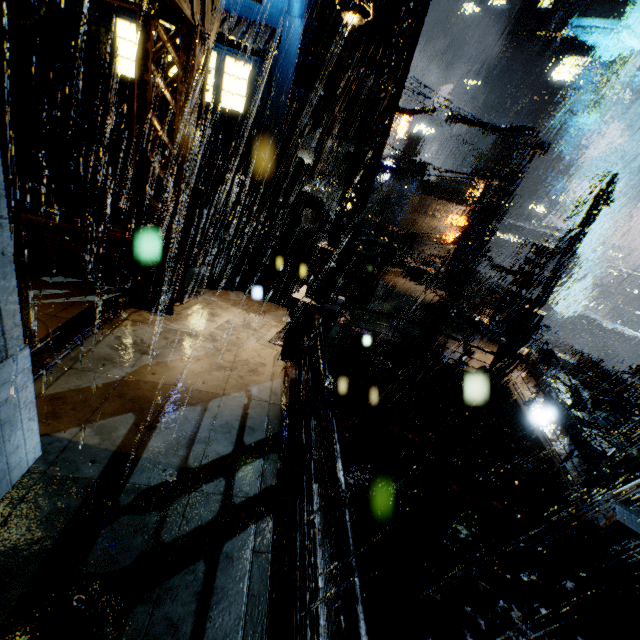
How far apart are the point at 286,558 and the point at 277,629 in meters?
0.7 m

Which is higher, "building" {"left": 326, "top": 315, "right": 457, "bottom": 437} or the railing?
the railing

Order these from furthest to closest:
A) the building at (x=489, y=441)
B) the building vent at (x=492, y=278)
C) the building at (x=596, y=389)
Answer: the building vent at (x=492, y=278)
the building at (x=596, y=389)
the building at (x=489, y=441)

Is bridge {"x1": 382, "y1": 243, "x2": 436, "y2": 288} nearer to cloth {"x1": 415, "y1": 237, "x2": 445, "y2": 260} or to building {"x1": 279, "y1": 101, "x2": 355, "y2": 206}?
building {"x1": 279, "y1": 101, "x2": 355, "y2": 206}

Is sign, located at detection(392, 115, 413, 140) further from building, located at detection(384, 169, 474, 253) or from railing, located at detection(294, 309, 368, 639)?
railing, located at detection(294, 309, 368, 639)

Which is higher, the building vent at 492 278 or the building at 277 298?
the building vent at 492 278

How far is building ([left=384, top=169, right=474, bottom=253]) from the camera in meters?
45.3

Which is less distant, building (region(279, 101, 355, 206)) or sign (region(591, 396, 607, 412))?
building (region(279, 101, 355, 206))
